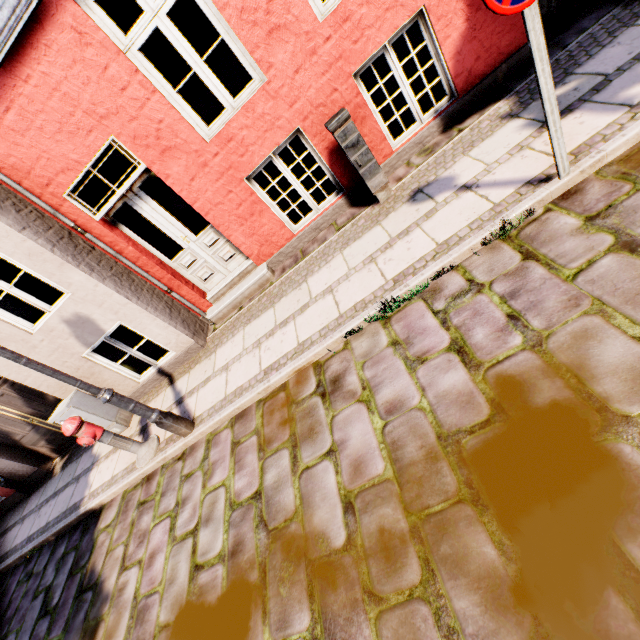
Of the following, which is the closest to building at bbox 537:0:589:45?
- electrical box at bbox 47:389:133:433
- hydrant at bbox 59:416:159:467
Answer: electrical box at bbox 47:389:133:433

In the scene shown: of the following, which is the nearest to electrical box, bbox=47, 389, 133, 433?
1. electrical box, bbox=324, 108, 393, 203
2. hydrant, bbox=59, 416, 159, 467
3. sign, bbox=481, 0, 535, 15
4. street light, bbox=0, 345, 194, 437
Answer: hydrant, bbox=59, 416, 159, 467

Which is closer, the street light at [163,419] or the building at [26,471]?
→ the street light at [163,419]

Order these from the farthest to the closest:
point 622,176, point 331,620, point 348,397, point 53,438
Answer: point 53,438 → point 348,397 → point 622,176 → point 331,620

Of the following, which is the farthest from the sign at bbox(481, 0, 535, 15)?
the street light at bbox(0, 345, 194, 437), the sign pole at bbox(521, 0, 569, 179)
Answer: the street light at bbox(0, 345, 194, 437)

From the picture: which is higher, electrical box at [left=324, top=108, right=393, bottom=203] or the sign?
the sign

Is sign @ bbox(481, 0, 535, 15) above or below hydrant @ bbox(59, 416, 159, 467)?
above

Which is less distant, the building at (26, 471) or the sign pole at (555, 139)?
the sign pole at (555, 139)
